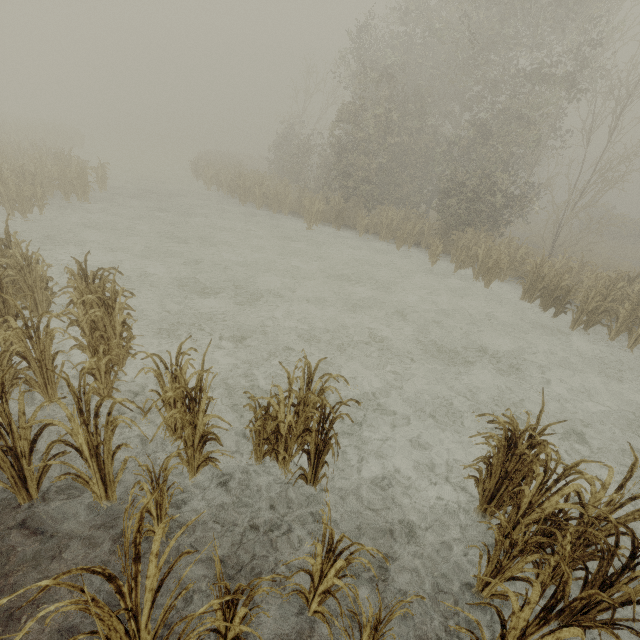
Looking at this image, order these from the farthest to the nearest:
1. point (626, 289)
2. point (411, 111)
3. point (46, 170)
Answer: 1. point (411, 111)
2. point (46, 170)
3. point (626, 289)

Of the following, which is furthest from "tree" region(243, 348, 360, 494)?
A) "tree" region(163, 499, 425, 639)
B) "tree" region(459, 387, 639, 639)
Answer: "tree" region(459, 387, 639, 639)

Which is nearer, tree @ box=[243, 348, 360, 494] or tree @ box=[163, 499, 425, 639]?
tree @ box=[163, 499, 425, 639]

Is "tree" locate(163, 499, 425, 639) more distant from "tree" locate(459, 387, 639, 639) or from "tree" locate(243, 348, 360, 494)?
"tree" locate(459, 387, 639, 639)

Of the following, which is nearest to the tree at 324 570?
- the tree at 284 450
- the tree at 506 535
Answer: the tree at 284 450
